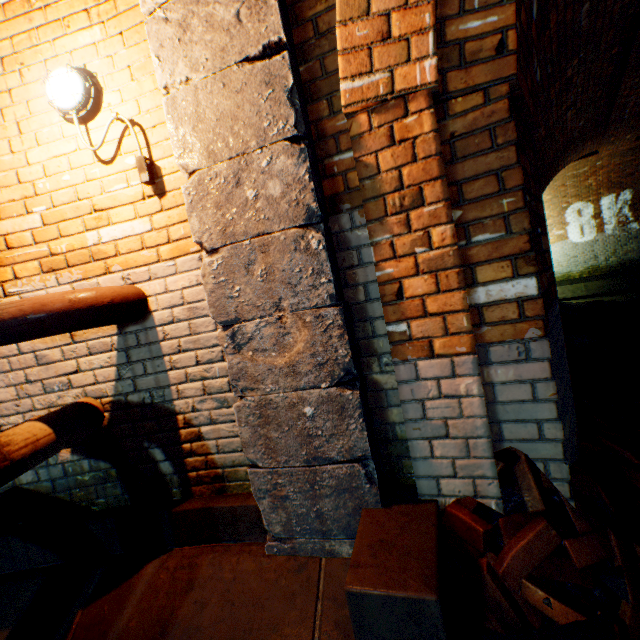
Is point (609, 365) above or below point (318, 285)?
below

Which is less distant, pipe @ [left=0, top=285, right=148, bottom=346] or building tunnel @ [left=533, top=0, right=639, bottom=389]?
pipe @ [left=0, top=285, right=148, bottom=346]

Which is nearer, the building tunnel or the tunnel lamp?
the tunnel lamp

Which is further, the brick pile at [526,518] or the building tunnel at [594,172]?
the building tunnel at [594,172]

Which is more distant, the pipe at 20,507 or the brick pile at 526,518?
the pipe at 20,507

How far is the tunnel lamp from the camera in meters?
1.7 m

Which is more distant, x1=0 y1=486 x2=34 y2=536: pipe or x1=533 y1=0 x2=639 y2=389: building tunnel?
x1=533 y1=0 x2=639 y2=389: building tunnel

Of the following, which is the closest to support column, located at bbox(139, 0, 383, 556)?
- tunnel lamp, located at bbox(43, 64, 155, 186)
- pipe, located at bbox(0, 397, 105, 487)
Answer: tunnel lamp, located at bbox(43, 64, 155, 186)
